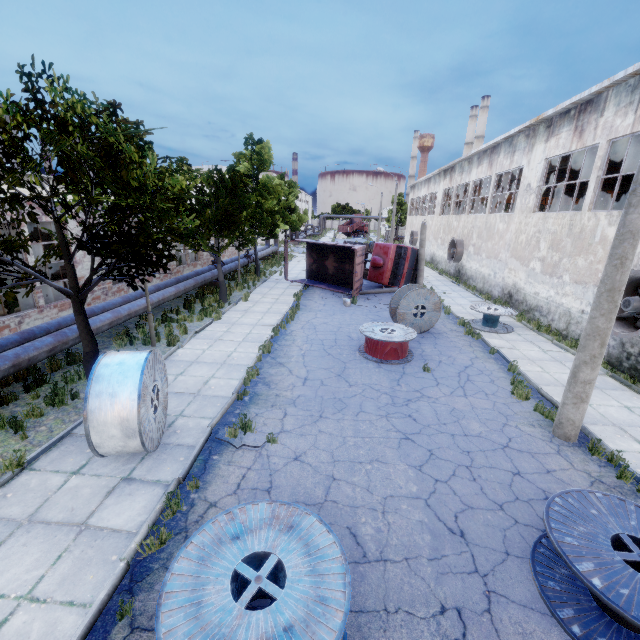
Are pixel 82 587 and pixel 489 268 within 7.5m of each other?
no

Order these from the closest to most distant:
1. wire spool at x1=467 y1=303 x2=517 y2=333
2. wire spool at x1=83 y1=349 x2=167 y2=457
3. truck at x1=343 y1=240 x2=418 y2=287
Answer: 1. wire spool at x1=83 y1=349 x2=167 y2=457
2. wire spool at x1=467 y1=303 x2=517 y2=333
3. truck at x1=343 y1=240 x2=418 y2=287

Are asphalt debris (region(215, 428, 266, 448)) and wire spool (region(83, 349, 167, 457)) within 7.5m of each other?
yes

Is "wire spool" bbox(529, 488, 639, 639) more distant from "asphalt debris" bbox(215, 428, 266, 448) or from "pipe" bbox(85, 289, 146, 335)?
"pipe" bbox(85, 289, 146, 335)

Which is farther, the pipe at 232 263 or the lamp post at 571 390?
the pipe at 232 263

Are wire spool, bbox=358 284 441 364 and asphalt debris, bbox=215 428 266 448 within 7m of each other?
yes

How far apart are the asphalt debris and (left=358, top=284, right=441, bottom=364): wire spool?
4.8 meters

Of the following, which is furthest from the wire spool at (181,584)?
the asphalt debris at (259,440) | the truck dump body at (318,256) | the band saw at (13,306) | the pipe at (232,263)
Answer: the truck dump body at (318,256)
